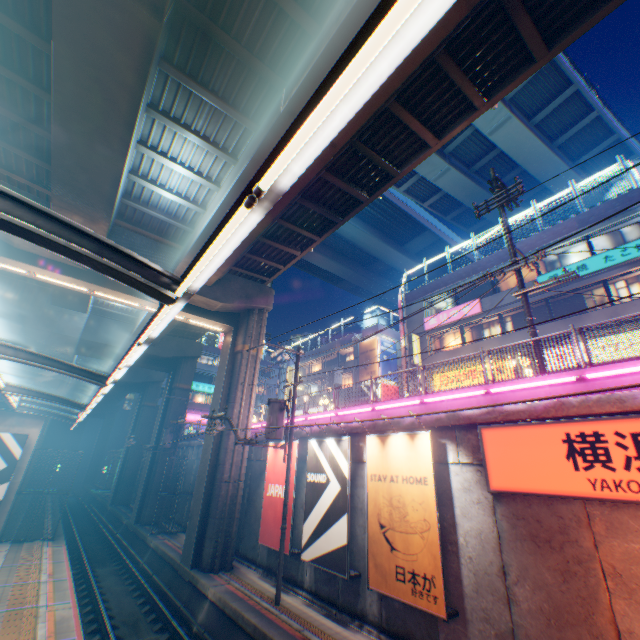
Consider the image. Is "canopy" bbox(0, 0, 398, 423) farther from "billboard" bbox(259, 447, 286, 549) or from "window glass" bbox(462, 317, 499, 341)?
"window glass" bbox(462, 317, 499, 341)

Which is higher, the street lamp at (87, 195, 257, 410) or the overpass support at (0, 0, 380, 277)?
the overpass support at (0, 0, 380, 277)

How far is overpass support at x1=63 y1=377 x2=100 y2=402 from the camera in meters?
37.3 m

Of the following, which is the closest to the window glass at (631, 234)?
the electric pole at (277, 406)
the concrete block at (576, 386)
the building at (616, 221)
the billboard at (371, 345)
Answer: the building at (616, 221)

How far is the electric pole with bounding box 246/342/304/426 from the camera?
13.6m

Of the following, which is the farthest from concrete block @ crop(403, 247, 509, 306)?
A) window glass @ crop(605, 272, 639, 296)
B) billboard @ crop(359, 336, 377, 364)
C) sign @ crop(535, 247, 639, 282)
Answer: billboard @ crop(359, 336, 377, 364)

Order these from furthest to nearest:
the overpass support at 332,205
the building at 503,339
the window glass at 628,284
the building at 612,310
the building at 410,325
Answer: the building at 410,325, the building at 503,339, the window glass at 628,284, the building at 612,310, the overpass support at 332,205

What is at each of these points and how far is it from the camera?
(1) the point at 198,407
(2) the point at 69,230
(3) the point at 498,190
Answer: (1) building, 47.44m
(2) canopy, 3.68m
(3) electric pole, 12.63m
